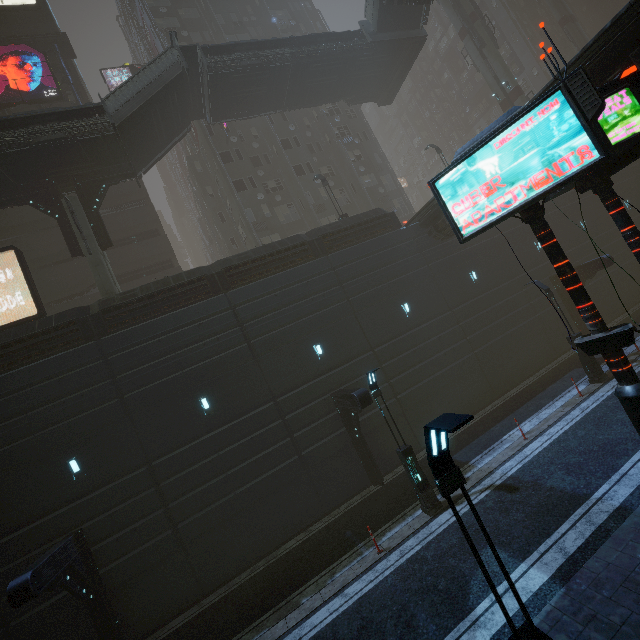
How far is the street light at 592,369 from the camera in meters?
15.2

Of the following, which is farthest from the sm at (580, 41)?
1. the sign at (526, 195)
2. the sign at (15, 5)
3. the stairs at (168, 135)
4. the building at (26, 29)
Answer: the sign at (15, 5)

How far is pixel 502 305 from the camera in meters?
20.8

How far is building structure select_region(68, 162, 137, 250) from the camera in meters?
18.9

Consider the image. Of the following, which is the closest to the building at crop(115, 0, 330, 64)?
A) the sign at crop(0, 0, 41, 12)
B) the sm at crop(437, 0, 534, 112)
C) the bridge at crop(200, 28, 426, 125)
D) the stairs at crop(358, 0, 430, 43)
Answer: the sign at crop(0, 0, 41, 12)

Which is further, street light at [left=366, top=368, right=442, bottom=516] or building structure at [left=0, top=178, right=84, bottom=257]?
building structure at [left=0, top=178, right=84, bottom=257]

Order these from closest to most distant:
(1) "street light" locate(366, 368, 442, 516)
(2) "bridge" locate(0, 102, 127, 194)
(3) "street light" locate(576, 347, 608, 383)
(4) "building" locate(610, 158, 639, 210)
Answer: (1) "street light" locate(366, 368, 442, 516) → (3) "street light" locate(576, 347, 608, 383) → (2) "bridge" locate(0, 102, 127, 194) → (4) "building" locate(610, 158, 639, 210)

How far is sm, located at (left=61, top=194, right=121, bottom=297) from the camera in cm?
1758
